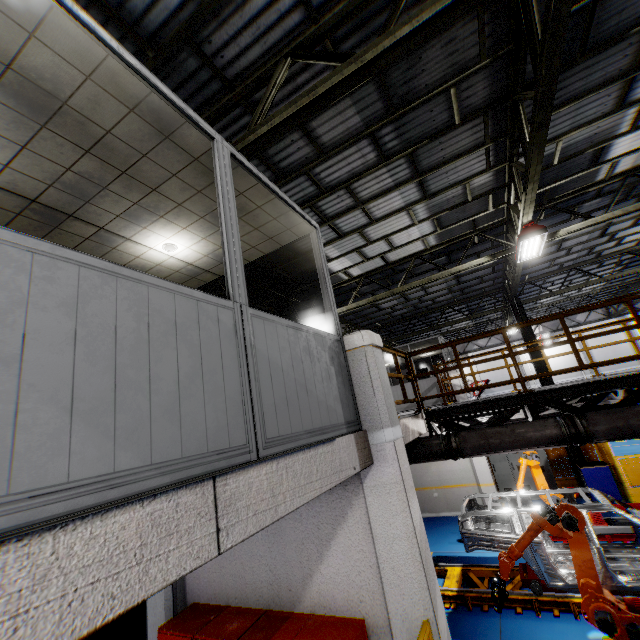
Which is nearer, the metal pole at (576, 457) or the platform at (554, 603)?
the platform at (554, 603)

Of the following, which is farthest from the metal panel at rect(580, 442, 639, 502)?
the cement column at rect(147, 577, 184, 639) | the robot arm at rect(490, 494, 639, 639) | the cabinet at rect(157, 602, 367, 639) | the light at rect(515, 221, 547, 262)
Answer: the light at rect(515, 221, 547, 262)

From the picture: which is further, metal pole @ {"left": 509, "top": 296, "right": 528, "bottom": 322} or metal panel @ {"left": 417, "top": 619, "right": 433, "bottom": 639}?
metal pole @ {"left": 509, "top": 296, "right": 528, "bottom": 322}

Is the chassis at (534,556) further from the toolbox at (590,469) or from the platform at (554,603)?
the toolbox at (590,469)

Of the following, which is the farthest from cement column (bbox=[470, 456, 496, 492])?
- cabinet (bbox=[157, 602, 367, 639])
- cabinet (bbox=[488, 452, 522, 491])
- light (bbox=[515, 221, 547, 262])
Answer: cabinet (bbox=[157, 602, 367, 639])

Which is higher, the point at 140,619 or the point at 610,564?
the point at 610,564

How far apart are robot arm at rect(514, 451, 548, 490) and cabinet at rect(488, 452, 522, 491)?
3.2 meters

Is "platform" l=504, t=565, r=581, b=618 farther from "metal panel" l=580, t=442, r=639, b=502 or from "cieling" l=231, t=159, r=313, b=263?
"cieling" l=231, t=159, r=313, b=263
